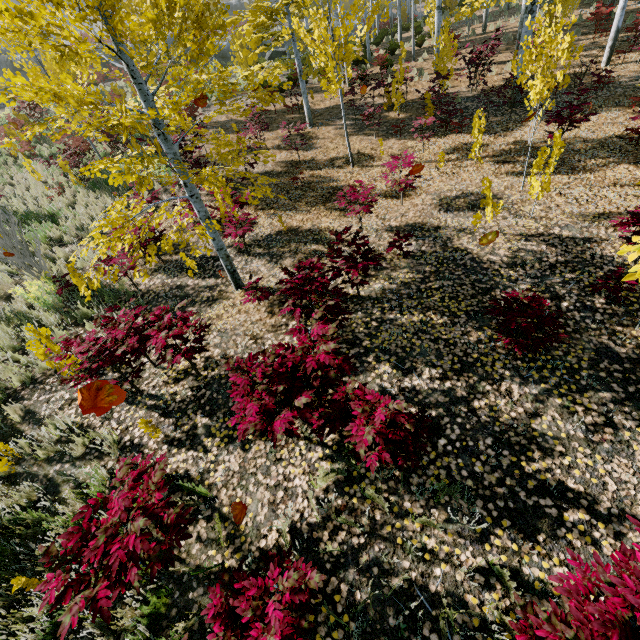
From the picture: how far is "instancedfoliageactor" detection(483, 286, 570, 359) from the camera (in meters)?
3.56

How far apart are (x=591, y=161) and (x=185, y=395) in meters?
9.9

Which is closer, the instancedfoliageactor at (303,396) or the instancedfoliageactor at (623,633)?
the instancedfoliageactor at (623,633)

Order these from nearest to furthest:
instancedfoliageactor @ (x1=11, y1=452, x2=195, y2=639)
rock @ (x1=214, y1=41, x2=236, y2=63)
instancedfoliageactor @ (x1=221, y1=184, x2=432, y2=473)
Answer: instancedfoliageactor @ (x1=11, y1=452, x2=195, y2=639), instancedfoliageactor @ (x1=221, y1=184, x2=432, y2=473), rock @ (x1=214, y1=41, x2=236, y2=63)

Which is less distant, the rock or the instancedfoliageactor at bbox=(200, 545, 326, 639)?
the instancedfoliageactor at bbox=(200, 545, 326, 639)

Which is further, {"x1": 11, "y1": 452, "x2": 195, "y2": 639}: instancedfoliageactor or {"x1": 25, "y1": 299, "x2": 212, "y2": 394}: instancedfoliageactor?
{"x1": 25, "y1": 299, "x2": 212, "y2": 394}: instancedfoliageactor

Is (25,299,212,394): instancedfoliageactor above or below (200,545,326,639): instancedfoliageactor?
above

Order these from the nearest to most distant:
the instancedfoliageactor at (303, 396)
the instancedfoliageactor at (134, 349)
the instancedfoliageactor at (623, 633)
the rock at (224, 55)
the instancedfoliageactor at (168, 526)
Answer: the instancedfoliageactor at (623, 633) < the instancedfoliageactor at (168, 526) < the instancedfoliageactor at (303, 396) < the instancedfoliageactor at (134, 349) < the rock at (224, 55)
